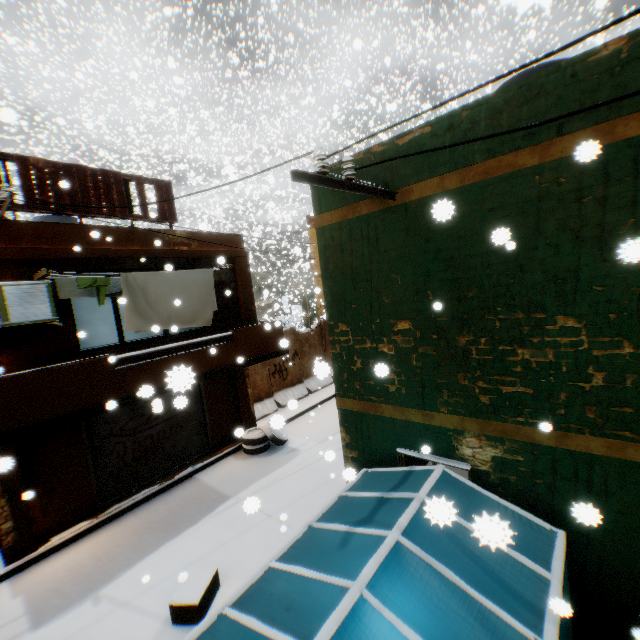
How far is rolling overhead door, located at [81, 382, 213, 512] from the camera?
8.5 meters

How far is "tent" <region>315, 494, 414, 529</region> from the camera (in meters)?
3.69

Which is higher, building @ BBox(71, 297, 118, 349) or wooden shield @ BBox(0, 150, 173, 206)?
wooden shield @ BBox(0, 150, 173, 206)

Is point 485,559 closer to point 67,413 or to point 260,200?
point 67,413

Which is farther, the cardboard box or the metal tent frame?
the cardboard box

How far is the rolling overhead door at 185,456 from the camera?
8.5m

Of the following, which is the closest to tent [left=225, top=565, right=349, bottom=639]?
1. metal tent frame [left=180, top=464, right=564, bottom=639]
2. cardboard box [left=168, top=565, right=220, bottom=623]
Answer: metal tent frame [left=180, top=464, right=564, bottom=639]

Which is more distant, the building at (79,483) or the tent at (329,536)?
the building at (79,483)
